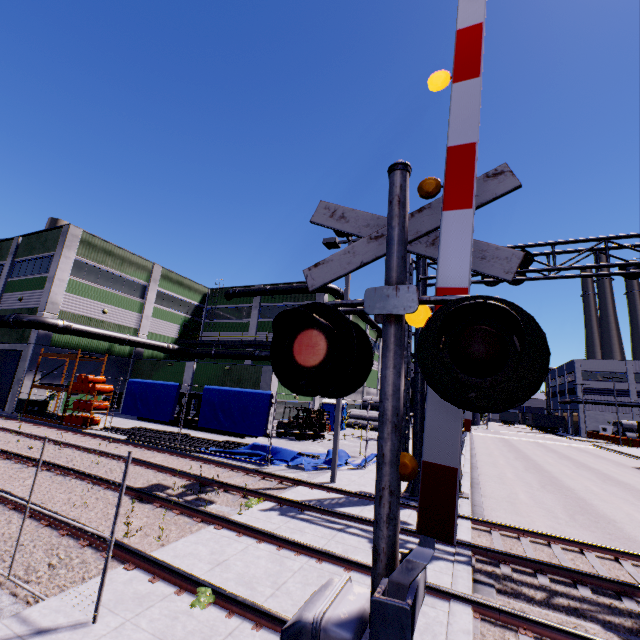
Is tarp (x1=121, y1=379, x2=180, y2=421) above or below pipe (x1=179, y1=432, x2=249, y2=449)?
above

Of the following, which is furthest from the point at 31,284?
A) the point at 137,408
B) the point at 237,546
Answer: the point at 237,546

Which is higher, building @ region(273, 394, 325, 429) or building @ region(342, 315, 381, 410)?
building @ region(342, 315, 381, 410)

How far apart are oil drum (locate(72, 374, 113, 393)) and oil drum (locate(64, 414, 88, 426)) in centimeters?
136cm

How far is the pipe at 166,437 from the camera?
16.0 meters

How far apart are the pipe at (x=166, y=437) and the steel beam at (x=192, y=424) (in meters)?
1.52

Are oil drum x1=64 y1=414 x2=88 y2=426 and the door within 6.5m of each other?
no

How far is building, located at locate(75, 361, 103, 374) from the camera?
26.84m
